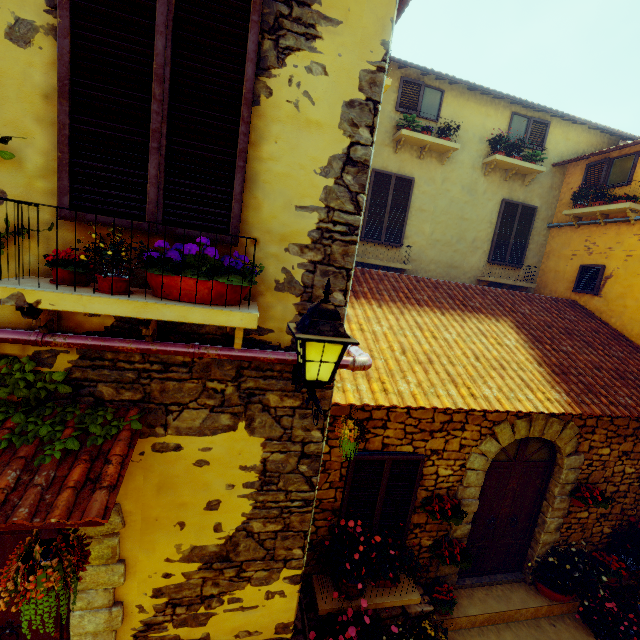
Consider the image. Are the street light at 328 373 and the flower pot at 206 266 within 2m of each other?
yes

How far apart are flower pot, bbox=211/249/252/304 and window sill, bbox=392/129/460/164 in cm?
663

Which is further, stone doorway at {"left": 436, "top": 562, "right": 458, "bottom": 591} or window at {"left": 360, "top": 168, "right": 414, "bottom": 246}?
window at {"left": 360, "top": 168, "right": 414, "bottom": 246}

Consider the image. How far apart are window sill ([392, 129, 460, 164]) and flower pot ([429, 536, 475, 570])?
7.9 meters

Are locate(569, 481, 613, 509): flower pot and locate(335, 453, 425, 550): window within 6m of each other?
yes

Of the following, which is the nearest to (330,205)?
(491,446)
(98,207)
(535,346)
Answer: (98,207)

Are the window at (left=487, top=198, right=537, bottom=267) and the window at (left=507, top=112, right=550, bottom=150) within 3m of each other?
yes

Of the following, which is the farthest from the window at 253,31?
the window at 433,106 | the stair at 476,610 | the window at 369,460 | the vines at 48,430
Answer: the stair at 476,610
